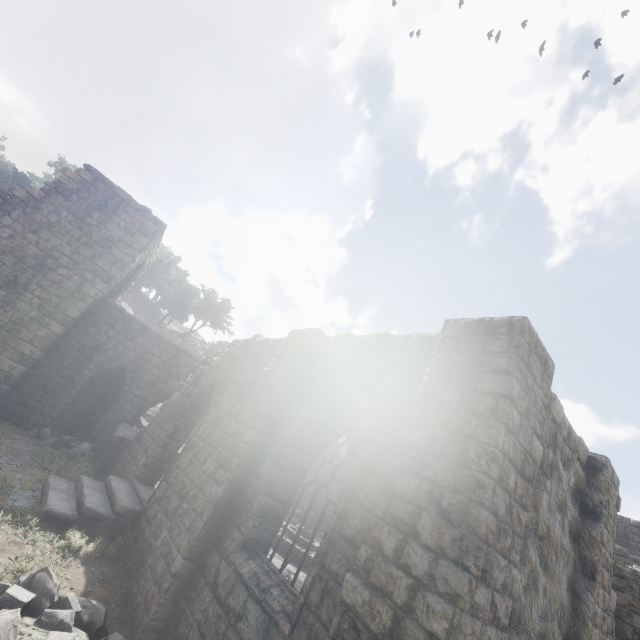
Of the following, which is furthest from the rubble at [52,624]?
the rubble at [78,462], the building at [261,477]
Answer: the rubble at [78,462]

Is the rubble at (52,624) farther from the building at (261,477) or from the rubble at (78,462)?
the rubble at (78,462)

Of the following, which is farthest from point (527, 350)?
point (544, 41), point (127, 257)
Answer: point (544, 41)

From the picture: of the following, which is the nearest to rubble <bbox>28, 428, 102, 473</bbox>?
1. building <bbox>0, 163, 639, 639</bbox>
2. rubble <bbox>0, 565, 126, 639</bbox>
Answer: building <bbox>0, 163, 639, 639</bbox>

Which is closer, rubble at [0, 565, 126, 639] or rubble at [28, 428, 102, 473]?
rubble at [0, 565, 126, 639]

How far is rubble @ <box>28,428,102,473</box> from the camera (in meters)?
11.16
